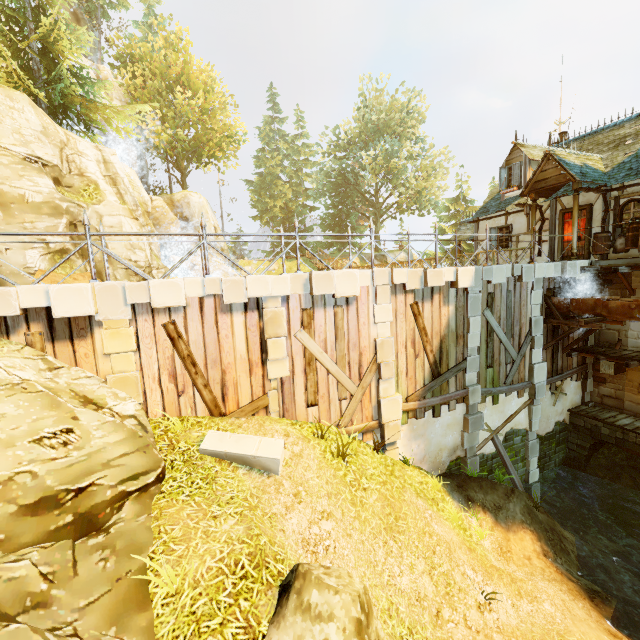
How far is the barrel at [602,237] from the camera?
11.93m

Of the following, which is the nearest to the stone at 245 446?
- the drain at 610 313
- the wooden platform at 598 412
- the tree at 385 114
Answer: the drain at 610 313

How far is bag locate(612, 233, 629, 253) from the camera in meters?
11.7

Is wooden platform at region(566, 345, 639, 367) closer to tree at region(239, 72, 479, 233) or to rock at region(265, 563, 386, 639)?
rock at region(265, 563, 386, 639)

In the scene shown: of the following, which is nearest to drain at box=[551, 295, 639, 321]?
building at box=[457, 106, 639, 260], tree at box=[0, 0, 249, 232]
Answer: building at box=[457, 106, 639, 260]

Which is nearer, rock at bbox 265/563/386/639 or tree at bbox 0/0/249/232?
rock at bbox 265/563/386/639

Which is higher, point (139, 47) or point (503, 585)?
point (139, 47)

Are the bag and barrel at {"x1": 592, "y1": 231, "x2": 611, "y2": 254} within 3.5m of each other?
yes
